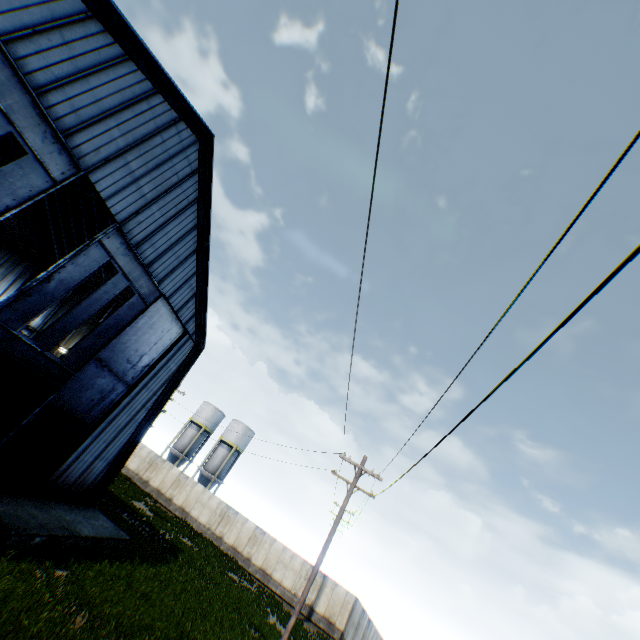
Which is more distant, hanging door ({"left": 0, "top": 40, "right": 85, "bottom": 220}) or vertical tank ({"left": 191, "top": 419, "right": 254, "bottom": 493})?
vertical tank ({"left": 191, "top": 419, "right": 254, "bottom": 493})

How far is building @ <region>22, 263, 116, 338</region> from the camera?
24.4 meters

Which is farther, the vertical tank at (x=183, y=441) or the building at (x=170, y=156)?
the vertical tank at (x=183, y=441)

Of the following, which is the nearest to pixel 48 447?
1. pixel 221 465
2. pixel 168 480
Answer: pixel 168 480

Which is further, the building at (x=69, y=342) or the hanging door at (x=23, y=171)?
the building at (x=69, y=342)

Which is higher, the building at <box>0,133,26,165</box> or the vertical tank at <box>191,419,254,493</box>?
the building at <box>0,133,26,165</box>

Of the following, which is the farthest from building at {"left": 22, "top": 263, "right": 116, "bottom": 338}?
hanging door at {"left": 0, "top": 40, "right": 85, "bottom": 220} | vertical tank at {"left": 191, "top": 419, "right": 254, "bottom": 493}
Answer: vertical tank at {"left": 191, "top": 419, "right": 254, "bottom": 493}
